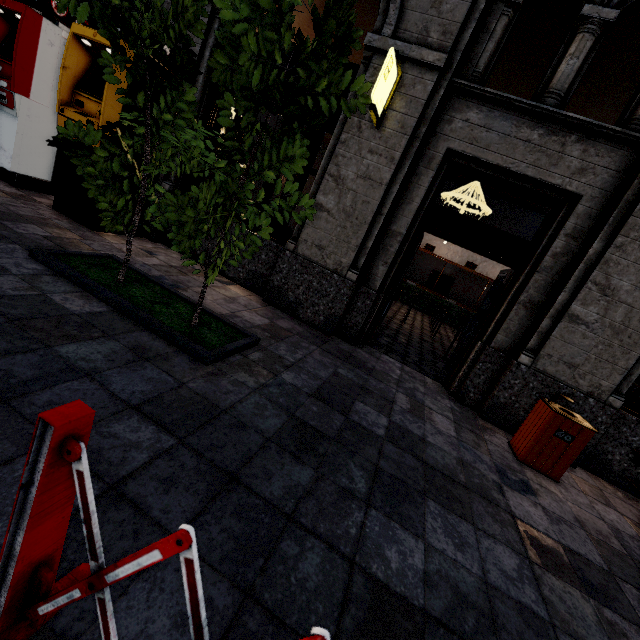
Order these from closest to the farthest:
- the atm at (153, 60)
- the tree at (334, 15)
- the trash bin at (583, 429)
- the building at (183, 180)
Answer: the tree at (334, 15) < the trash bin at (583, 429) < the atm at (153, 60) < the building at (183, 180)

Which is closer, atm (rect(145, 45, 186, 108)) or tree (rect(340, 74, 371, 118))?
tree (rect(340, 74, 371, 118))

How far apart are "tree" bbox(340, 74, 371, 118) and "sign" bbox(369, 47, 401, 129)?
1.6m

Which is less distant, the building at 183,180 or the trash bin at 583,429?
the trash bin at 583,429

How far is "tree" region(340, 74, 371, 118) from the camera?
2.5m

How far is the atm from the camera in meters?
4.9 m

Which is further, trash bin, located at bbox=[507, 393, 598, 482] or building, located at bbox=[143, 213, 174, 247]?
building, located at bbox=[143, 213, 174, 247]

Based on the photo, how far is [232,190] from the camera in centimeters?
281cm
